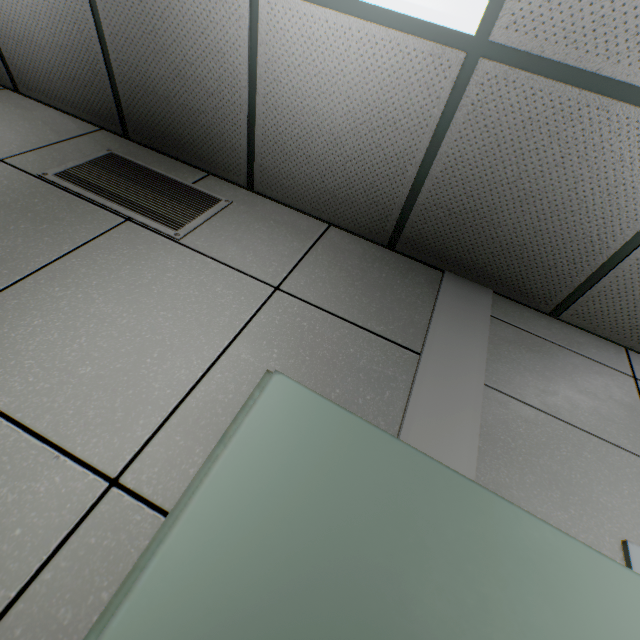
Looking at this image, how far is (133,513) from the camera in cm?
92

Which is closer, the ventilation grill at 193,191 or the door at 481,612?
the door at 481,612

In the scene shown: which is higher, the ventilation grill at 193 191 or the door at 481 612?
the ventilation grill at 193 191

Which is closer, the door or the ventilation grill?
the door

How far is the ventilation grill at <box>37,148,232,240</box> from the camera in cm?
177

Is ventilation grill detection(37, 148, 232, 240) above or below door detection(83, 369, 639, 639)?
above
